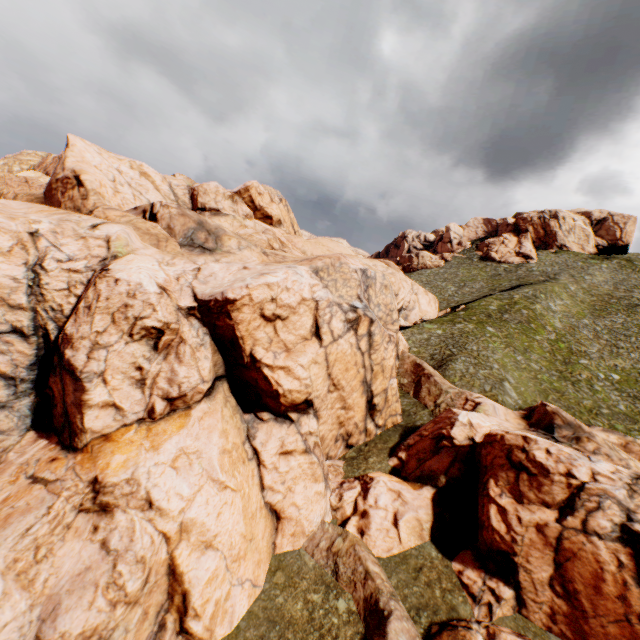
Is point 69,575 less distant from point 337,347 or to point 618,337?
point 337,347
